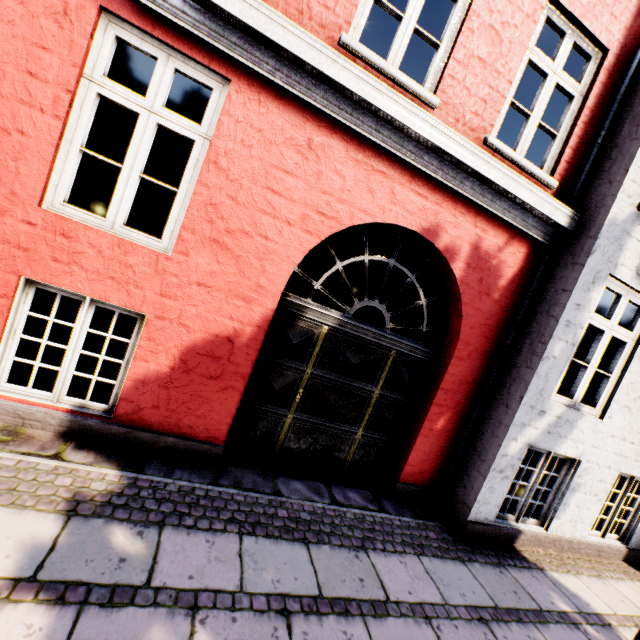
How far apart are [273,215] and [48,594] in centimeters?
333cm
